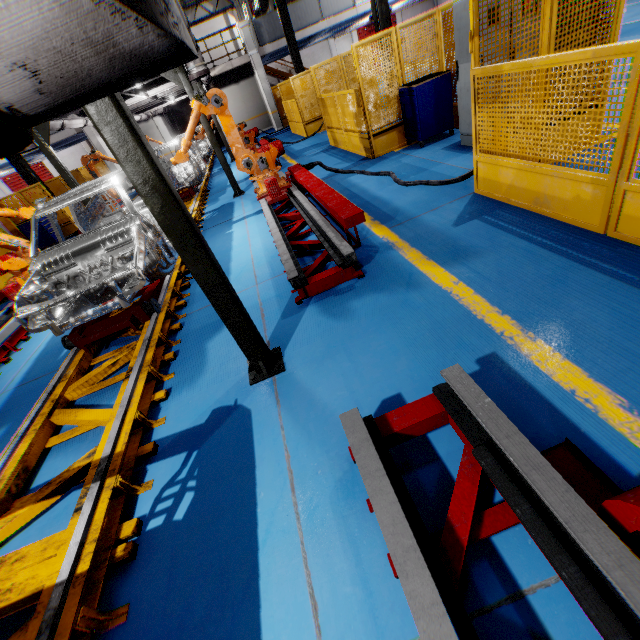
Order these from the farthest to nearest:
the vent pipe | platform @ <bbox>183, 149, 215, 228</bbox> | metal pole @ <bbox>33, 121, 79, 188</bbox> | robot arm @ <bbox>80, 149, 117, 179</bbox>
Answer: robot arm @ <bbox>80, 149, 117, 179</bbox>
platform @ <bbox>183, 149, 215, 228</bbox>
metal pole @ <bbox>33, 121, 79, 188</bbox>
the vent pipe

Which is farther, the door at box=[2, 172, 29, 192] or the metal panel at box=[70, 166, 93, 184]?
the door at box=[2, 172, 29, 192]

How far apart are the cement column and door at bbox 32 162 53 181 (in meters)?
13.96

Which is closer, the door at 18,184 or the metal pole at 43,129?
the metal pole at 43,129

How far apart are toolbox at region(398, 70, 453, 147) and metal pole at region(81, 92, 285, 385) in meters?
6.4 m

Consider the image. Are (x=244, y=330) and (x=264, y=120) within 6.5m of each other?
no

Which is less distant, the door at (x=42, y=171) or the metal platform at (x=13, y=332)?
the metal platform at (x=13, y=332)

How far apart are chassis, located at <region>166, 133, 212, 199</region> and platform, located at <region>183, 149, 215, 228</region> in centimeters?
1cm
